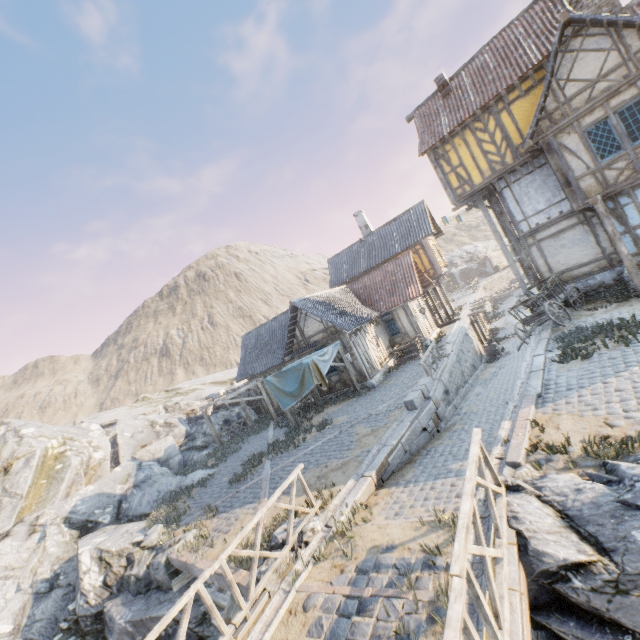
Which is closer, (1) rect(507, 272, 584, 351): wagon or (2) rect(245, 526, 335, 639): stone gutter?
(2) rect(245, 526, 335, 639): stone gutter

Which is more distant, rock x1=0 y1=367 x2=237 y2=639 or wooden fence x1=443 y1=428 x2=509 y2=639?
rock x1=0 y1=367 x2=237 y2=639

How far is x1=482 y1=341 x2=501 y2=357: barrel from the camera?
23.05m

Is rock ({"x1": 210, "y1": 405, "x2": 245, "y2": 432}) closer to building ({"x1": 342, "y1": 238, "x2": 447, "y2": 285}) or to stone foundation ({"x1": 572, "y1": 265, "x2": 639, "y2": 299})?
stone foundation ({"x1": 572, "y1": 265, "x2": 639, "y2": 299})

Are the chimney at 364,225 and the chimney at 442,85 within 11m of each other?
no

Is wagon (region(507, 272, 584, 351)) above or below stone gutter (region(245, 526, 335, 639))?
above

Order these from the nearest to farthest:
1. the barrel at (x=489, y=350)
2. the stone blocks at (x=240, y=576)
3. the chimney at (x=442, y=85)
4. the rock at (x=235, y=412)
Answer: the stone blocks at (x=240, y=576) < the chimney at (x=442, y=85) < the barrel at (x=489, y=350) < the rock at (x=235, y=412)

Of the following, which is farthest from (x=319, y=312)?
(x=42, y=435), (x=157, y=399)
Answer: (x=157, y=399)
